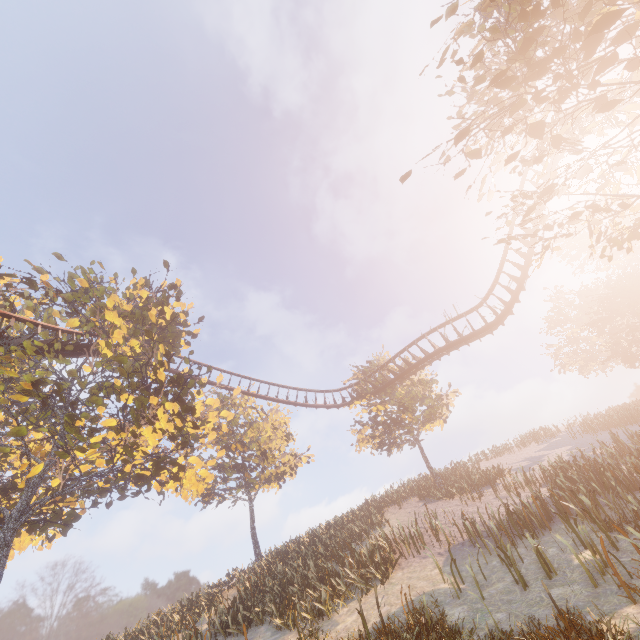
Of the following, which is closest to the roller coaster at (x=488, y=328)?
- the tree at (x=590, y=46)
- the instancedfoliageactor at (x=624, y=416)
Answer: the tree at (x=590, y=46)

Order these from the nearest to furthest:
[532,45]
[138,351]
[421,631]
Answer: [421,631] → [532,45] → [138,351]

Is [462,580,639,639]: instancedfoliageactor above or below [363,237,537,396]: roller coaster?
below

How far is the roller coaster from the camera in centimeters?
1952cm

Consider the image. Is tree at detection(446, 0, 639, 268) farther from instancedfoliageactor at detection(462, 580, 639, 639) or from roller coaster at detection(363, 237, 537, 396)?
instancedfoliageactor at detection(462, 580, 639, 639)

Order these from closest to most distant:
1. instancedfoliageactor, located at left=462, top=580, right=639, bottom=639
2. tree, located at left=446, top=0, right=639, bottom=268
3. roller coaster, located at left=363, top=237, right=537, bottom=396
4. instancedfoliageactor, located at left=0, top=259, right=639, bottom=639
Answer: instancedfoliageactor, located at left=462, top=580, right=639, bottom=639
tree, located at left=446, top=0, right=639, bottom=268
instancedfoliageactor, located at left=0, top=259, right=639, bottom=639
roller coaster, located at left=363, top=237, right=537, bottom=396

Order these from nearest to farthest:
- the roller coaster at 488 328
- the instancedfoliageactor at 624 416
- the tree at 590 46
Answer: the tree at 590 46 → the instancedfoliageactor at 624 416 → the roller coaster at 488 328

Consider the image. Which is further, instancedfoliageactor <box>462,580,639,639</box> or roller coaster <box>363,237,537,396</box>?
roller coaster <box>363,237,537,396</box>
